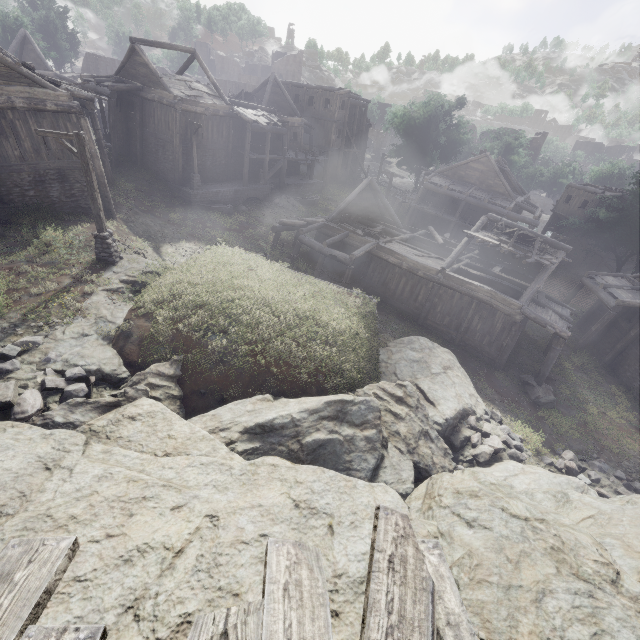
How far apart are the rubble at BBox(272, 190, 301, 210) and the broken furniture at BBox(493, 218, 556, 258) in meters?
18.2 m

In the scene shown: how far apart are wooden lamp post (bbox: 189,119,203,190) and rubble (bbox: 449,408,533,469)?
24.33m

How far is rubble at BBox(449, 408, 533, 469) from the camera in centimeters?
1200cm

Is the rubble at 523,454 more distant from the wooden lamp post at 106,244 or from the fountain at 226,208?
the fountain at 226,208

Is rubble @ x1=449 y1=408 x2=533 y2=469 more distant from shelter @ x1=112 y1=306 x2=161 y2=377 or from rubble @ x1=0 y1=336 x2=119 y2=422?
rubble @ x1=0 y1=336 x2=119 y2=422

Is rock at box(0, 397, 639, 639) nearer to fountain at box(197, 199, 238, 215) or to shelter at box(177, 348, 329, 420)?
shelter at box(177, 348, 329, 420)

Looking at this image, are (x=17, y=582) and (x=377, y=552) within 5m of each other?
yes

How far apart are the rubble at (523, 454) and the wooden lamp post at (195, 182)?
24.3 meters
